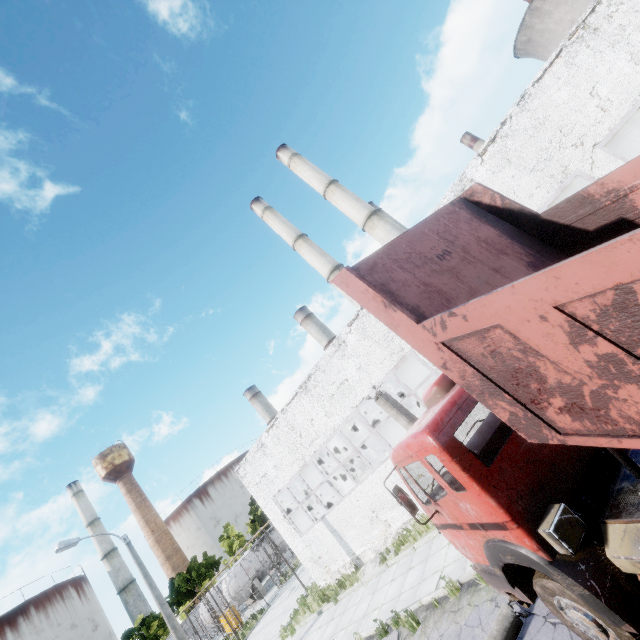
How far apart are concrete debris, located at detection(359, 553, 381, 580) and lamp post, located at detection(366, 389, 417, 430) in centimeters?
793cm

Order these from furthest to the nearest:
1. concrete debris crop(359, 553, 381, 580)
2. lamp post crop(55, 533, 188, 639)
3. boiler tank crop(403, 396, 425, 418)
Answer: boiler tank crop(403, 396, 425, 418) → lamp post crop(55, 533, 188, 639) → concrete debris crop(359, 553, 381, 580)

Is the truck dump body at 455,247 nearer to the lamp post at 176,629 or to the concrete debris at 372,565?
the concrete debris at 372,565

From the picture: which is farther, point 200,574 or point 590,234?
point 200,574

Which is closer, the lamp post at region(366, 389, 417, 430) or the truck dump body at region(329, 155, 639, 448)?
the truck dump body at region(329, 155, 639, 448)

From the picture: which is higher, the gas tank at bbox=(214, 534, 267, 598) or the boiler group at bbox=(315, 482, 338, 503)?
the boiler group at bbox=(315, 482, 338, 503)

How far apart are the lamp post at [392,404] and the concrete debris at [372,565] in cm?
793

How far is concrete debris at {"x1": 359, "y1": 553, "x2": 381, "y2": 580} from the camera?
13.8 meters
